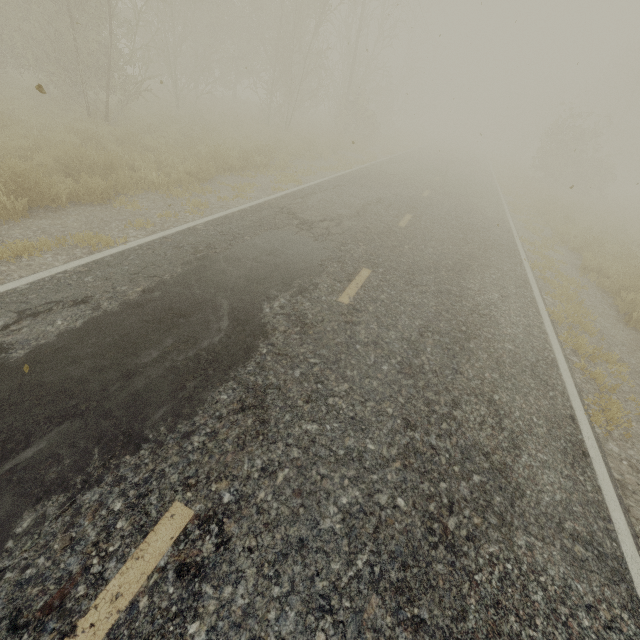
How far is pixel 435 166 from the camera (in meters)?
21.47
